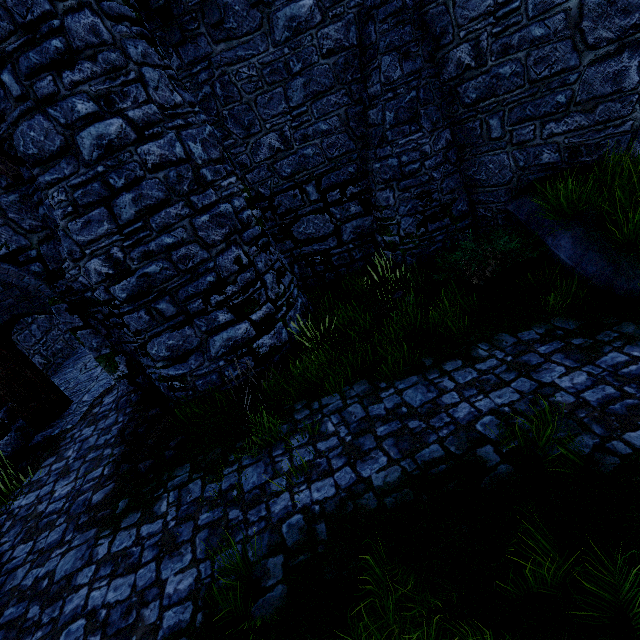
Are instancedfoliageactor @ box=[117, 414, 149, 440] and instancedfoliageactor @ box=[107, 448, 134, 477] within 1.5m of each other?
yes

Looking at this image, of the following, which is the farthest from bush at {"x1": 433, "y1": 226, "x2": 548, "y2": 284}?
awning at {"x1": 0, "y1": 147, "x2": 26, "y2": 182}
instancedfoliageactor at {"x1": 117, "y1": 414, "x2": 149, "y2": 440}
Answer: awning at {"x1": 0, "y1": 147, "x2": 26, "y2": 182}

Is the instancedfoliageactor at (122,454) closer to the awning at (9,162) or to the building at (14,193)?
the building at (14,193)

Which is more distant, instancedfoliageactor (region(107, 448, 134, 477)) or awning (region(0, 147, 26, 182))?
instancedfoliageactor (region(107, 448, 134, 477))

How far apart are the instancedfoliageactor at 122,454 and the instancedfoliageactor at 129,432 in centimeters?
35cm

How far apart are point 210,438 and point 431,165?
7.6m

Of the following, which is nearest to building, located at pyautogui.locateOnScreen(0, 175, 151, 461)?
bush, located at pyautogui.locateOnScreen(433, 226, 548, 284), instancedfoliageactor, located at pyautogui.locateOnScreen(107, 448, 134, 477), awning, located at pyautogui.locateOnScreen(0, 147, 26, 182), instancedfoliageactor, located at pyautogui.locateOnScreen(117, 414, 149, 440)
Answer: awning, located at pyautogui.locateOnScreen(0, 147, 26, 182)

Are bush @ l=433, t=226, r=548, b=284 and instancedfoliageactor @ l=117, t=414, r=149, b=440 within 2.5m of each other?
no
